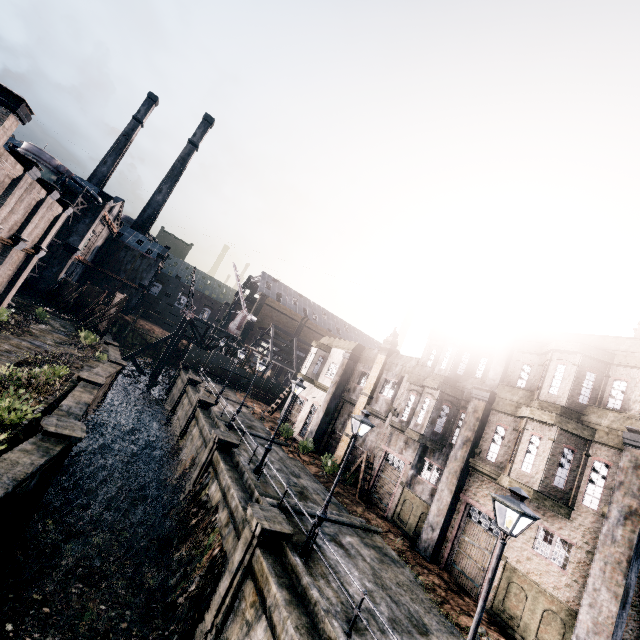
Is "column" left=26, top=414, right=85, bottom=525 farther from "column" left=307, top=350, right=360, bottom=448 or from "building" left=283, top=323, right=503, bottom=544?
"column" left=307, top=350, right=360, bottom=448

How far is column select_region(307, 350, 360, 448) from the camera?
28.7 meters

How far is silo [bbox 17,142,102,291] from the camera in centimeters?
3869cm

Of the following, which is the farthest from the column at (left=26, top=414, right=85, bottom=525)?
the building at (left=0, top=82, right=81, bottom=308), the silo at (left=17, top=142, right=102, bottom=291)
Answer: the silo at (left=17, top=142, right=102, bottom=291)

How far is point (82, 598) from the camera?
12.2m

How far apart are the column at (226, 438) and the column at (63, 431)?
7.2m

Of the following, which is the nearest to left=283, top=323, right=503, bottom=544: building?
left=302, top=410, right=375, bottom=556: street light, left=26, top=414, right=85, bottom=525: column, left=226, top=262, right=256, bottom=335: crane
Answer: left=302, top=410, right=375, bottom=556: street light

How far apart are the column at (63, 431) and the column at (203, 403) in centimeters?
1344cm
